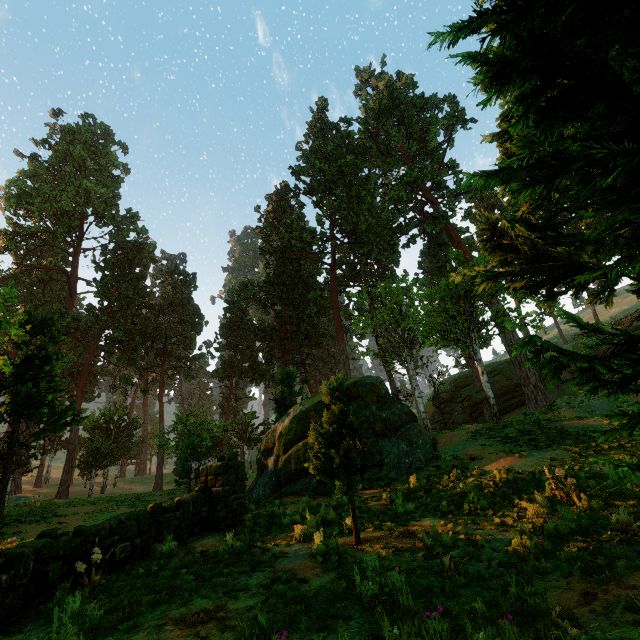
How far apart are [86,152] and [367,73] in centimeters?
4216cm

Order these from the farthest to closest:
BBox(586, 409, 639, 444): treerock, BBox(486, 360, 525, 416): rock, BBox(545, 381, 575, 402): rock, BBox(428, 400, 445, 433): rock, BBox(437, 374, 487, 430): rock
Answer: BBox(428, 400, 445, 433): rock
BBox(437, 374, 487, 430): rock
BBox(486, 360, 525, 416): rock
BBox(545, 381, 575, 402): rock
BBox(586, 409, 639, 444): treerock

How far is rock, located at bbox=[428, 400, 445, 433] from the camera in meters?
40.9 m

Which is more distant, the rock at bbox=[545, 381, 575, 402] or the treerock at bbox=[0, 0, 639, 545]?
the rock at bbox=[545, 381, 575, 402]

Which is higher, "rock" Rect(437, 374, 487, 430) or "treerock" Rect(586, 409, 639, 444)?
"rock" Rect(437, 374, 487, 430)

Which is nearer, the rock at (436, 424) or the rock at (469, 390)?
the rock at (469, 390)

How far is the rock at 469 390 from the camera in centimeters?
3902cm

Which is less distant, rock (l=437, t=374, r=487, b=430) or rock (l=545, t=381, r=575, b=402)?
rock (l=545, t=381, r=575, b=402)
